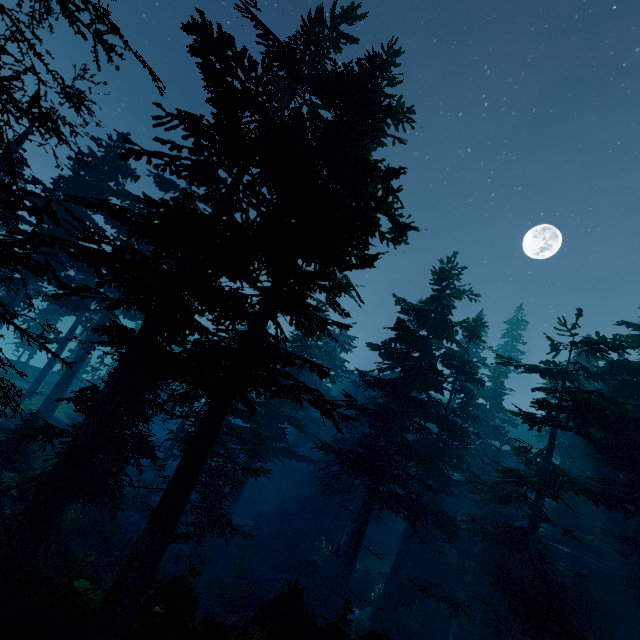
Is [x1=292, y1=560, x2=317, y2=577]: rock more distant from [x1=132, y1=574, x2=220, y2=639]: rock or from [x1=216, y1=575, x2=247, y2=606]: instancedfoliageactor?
[x1=132, y1=574, x2=220, y2=639]: rock

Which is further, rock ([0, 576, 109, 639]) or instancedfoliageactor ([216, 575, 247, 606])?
instancedfoliageactor ([216, 575, 247, 606])

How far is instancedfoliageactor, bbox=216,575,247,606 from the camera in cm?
1873

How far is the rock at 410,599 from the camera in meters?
22.1

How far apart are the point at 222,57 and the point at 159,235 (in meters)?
7.37

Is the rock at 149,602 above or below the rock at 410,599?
above

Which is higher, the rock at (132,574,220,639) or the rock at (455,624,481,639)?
the rock at (132,574,220,639)

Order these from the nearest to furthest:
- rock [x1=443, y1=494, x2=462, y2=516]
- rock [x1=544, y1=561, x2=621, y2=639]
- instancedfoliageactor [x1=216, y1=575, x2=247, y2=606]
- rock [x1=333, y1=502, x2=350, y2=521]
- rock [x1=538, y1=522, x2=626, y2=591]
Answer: rock [x1=544, y1=561, x2=621, y2=639] < rock [x1=538, y1=522, x2=626, y2=591] < instancedfoliageactor [x1=216, y1=575, x2=247, y2=606] < rock [x1=333, y1=502, x2=350, y2=521] < rock [x1=443, y1=494, x2=462, y2=516]
